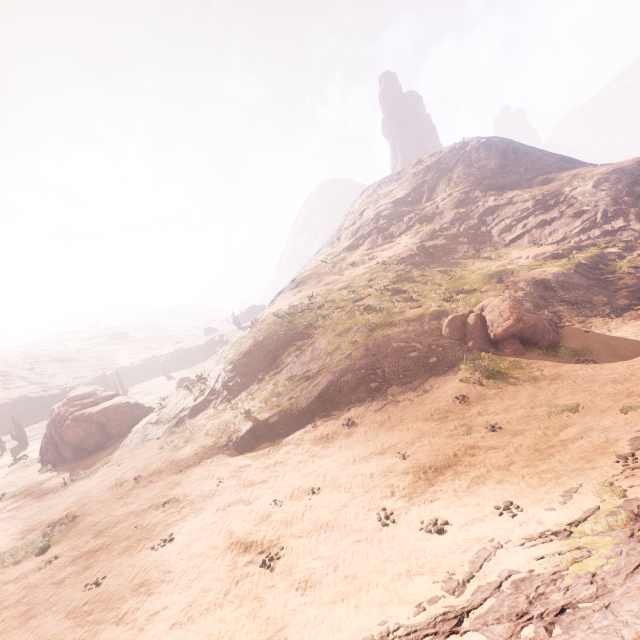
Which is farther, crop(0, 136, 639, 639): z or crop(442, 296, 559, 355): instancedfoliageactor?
crop(442, 296, 559, 355): instancedfoliageactor

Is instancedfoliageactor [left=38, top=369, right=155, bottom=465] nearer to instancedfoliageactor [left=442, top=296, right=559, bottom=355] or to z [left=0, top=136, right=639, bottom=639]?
z [left=0, top=136, right=639, bottom=639]

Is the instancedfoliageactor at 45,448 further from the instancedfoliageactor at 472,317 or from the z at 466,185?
the instancedfoliageactor at 472,317

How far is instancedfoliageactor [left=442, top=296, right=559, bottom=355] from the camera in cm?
1711

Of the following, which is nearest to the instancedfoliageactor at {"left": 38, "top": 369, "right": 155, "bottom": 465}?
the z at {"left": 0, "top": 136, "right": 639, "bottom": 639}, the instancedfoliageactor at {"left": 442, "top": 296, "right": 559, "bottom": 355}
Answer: the z at {"left": 0, "top": 136, "right": 639, "bottom": 639}

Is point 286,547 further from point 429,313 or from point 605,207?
point 605,207

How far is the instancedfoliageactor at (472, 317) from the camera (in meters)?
17.11
